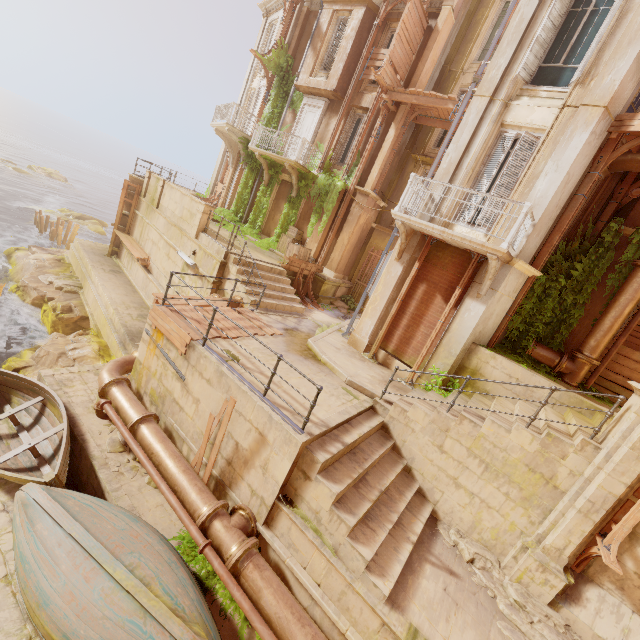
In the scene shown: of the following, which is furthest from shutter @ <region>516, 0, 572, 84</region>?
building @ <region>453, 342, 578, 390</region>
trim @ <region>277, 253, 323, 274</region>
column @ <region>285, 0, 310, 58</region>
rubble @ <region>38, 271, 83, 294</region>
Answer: rubble @ <region>38, 271, 83, 294</region>

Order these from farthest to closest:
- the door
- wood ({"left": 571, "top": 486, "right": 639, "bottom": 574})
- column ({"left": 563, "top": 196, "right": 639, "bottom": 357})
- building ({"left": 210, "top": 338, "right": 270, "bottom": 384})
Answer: the door, column ({"left": 563, "top": 196, "right": 639, "bottom": 357}), building ({"left": 210, "top": 338, "right": 270, "bottom": 384}), wood ({"left": 571, "top": 486, "right": 639, "bottom": 574})

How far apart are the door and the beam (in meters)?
22.33

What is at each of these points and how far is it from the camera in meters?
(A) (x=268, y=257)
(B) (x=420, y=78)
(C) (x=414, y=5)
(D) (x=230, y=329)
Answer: (A) building, 15.0 m
(B) column, 14.0 m
(C) wood, 12.9 m
(D) wood, 8.6 m

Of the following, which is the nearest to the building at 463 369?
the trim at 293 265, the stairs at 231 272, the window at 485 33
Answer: the stairs at 231 272

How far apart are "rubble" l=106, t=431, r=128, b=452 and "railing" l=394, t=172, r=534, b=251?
9.0 meters

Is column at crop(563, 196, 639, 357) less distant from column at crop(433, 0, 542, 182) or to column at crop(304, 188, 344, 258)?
column at crop(433, 0, 542, 182)

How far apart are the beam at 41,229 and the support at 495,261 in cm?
3355
